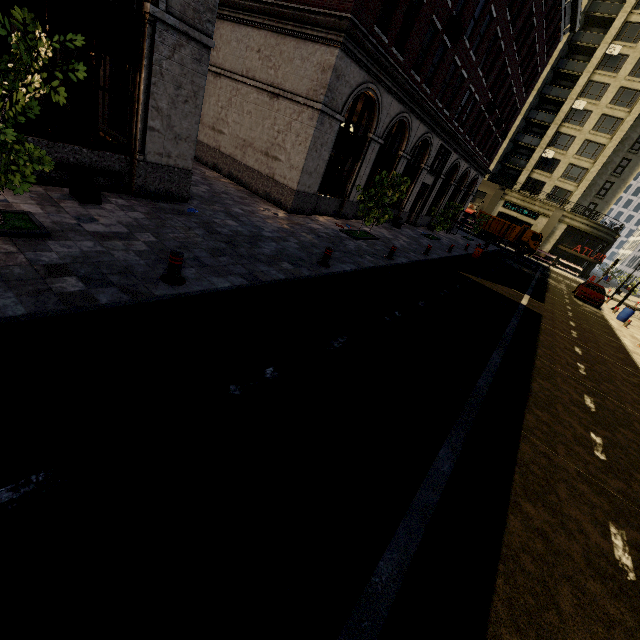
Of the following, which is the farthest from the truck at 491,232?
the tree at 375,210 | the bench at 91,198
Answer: the bench at 91,198

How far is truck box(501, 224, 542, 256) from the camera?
38.88m

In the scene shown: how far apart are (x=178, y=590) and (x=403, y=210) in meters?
24.8 m

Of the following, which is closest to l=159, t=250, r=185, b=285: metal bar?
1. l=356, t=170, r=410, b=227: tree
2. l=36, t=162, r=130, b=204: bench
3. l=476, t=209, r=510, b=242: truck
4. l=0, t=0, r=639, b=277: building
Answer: l=36, t=162, r=130, b=204: bench

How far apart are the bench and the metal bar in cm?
350

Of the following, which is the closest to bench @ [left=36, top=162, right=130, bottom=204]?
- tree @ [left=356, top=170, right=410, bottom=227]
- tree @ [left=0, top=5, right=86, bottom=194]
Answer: tree @ [left=0, top=5, right=86, bottom=194]

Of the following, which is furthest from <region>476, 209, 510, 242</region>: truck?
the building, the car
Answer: the car

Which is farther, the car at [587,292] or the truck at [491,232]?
the truck at [491,232]
